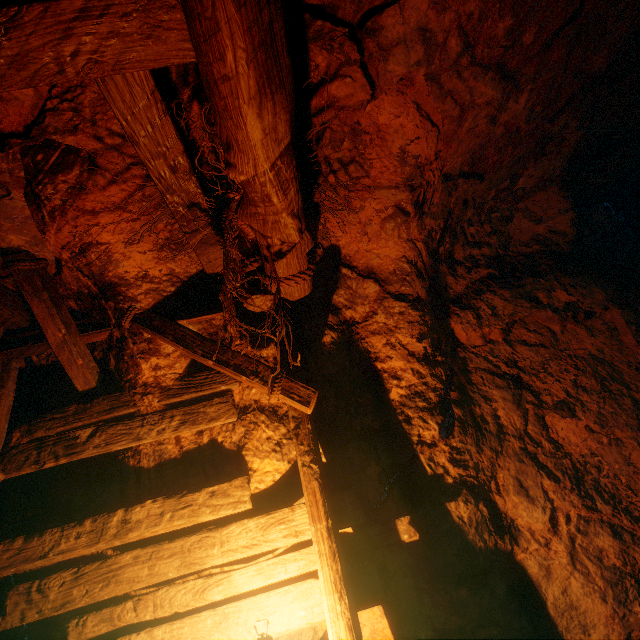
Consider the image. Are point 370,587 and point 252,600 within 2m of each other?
yes

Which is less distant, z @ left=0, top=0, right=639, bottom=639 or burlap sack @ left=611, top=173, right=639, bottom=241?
z @ left=0, top=0, right=639, bottom=639

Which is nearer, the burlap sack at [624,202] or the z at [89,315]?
the z at [89,315]
